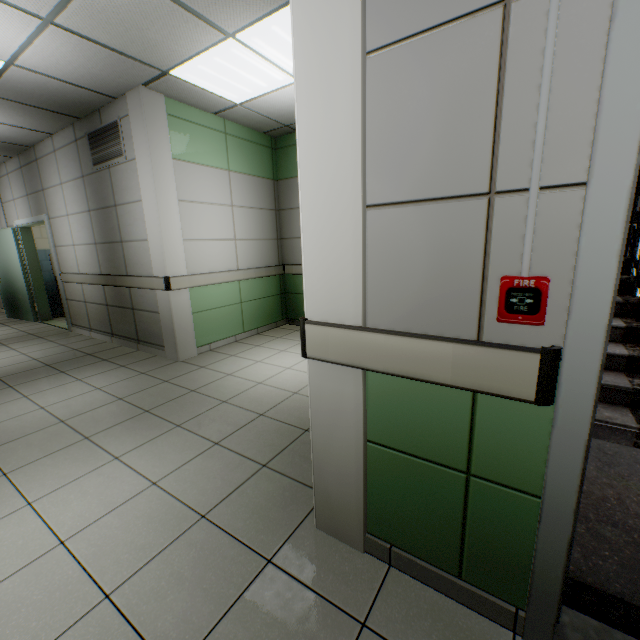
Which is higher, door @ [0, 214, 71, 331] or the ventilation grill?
the ventilation grill

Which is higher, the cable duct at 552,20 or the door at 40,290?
the cable duct at 552,20

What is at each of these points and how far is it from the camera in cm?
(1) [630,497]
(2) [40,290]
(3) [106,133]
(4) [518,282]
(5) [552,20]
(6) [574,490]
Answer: (1) stairs, 184
(2) door, 708
(3) ventilation grill, 419
(4) fire alarm, 96
(5) cable duct, 82
(6) door, 101

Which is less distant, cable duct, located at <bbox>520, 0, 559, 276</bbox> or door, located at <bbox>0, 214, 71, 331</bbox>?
cable duct, located at <bbox>520, 0, 559, 276</bbox>

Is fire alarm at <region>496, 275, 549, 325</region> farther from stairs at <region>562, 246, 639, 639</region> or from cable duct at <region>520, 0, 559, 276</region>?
stairs at <region>562, 246, 639, 639</region>

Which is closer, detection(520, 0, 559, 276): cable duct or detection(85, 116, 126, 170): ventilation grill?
detection(520, 0, 559, 276): cable duct

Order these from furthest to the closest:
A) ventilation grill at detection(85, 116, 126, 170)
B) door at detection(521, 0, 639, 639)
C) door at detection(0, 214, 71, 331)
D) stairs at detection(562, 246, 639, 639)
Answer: door at detection(0, 214, 71, 331) < ventilation grill at detection(85, 116, 126, 170) < stairs at detection(562, 246, 639, 639) < door at detection(521, 0, 639, 639)

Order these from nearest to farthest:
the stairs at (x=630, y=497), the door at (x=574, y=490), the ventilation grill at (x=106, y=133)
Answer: the door at (x=574, y=490)
the stairs at (x=630, y=497)
the ventilation grill at (x=106, y=133)
